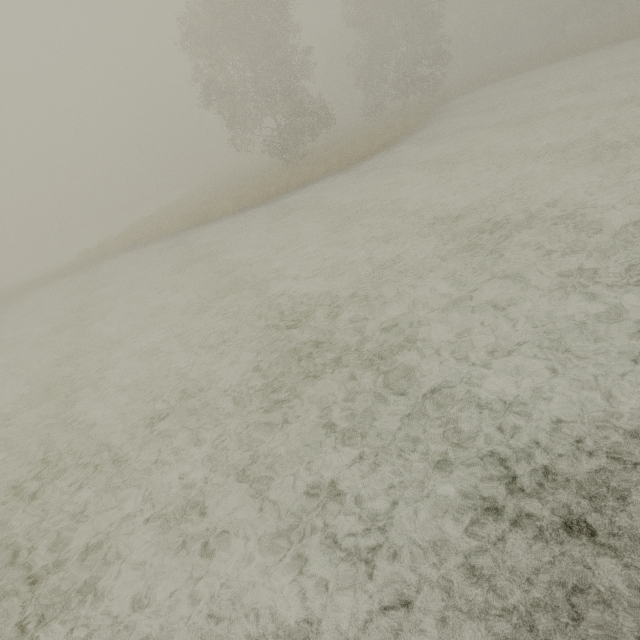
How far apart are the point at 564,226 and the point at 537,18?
46.8 meters
